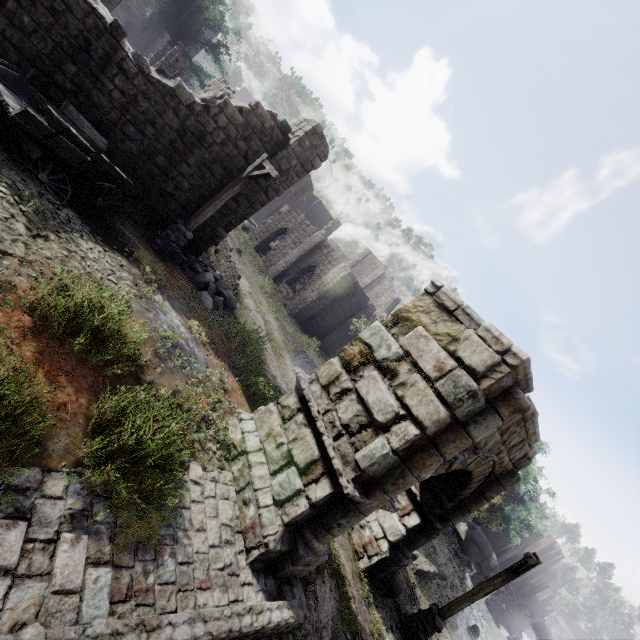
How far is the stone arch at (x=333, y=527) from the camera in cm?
571

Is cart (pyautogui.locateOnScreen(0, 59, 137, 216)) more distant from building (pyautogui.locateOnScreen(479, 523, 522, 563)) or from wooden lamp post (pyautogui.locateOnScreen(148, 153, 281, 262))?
wooden lamp post (pyautogui.locateOnScreen(148, 153, 281, 262))

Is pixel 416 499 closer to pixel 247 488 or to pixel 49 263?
pixel 247 488

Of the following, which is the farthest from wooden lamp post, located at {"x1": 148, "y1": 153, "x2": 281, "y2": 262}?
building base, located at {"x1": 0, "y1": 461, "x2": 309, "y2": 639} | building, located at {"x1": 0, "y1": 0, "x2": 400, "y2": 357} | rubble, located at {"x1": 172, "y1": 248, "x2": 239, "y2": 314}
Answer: building base, located at {"x1": 0, "y1": 461, "x2": 309, "y2": 639}

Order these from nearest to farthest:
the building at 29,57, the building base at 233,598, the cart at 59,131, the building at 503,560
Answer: the building base at 233,598
the cart at 59,131
the building at 29,57
the building at 503,560

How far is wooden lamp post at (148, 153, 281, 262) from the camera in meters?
10.1

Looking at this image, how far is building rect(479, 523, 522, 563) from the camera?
55.9 meters

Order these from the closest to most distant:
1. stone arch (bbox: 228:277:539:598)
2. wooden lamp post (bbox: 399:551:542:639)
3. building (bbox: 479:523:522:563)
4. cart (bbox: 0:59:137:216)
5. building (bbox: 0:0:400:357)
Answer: stone arch (bbox: 228:277:539:598) → cart (bbox: 0:59:137:216) → building (bbox: 0:0:400:357) → wooden lamp post (bbox: 399:551:542:639) → building (bbox: 479:523:522:563)
